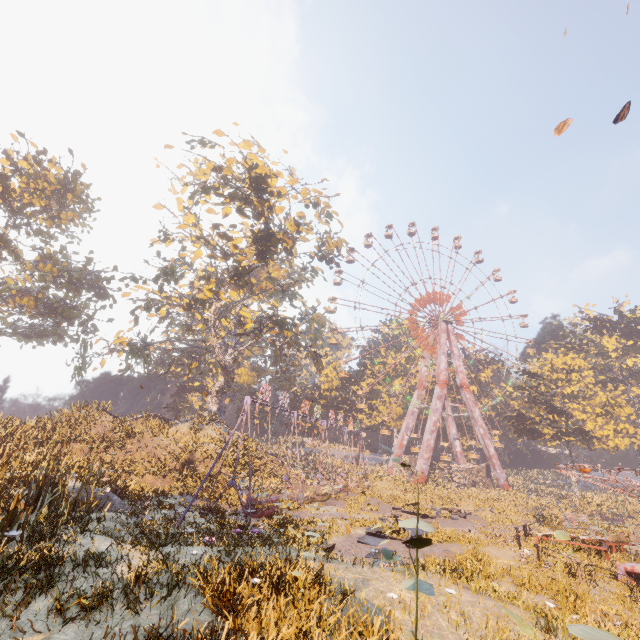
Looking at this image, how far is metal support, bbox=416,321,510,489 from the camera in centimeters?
4631cm

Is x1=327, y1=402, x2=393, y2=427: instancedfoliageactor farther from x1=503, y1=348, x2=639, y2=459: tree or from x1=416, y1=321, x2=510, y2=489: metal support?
x1=503, y1=348, x2=639, y2=459: tree

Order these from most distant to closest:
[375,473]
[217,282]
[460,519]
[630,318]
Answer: [630,318] < [375,473] < [217,282] < [460,519]

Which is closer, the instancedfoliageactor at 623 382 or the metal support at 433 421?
the metal support at 433 421

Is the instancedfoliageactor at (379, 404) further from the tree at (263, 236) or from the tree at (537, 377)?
the tree at (263, 236)

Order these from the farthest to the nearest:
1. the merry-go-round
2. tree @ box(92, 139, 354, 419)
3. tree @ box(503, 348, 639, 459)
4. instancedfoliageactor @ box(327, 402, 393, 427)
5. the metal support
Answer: instancedfoliageactor @ box(327, 402, 393, 427), the metal support, tree @ box(503, 348, 639, 459), tree @ box(92, 139, 354, 419), the merry-go-round

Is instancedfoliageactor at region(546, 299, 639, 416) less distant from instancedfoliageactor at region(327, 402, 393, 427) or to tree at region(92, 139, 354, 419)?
instancedfoliageactor at region(327, 402, 393, 427)

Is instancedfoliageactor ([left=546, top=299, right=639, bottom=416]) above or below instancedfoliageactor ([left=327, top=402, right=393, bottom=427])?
above
